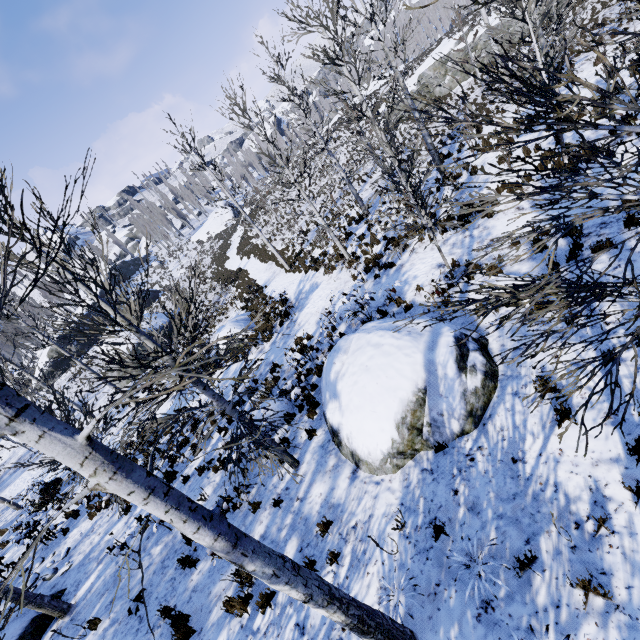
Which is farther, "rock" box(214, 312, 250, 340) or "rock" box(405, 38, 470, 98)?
"rock" box(405, 38, 470, 98)

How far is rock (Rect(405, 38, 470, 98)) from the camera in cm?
2977

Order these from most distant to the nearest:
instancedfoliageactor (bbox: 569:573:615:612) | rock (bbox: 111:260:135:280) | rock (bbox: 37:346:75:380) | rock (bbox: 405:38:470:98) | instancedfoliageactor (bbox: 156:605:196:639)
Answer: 1. rock (bbox: 111:260:135:280)
2. rock (bbox: 37:346:75:380)
3. rock (bbox: 405:38:470:98)
4. instancedfoliageactor (bbox: 156:605:196:639)
5. instancedfoliageactor (bbox: 569:573:615:612)

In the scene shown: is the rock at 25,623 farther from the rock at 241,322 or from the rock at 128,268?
the rock at 128,268

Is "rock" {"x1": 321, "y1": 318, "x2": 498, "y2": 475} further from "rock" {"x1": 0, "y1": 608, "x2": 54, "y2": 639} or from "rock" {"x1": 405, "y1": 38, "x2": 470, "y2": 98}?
"rock" {"x1": 405, "y1": 38, "x2": 470, "y2": 98}

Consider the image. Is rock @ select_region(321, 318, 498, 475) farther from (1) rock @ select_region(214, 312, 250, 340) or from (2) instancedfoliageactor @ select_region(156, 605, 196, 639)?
(2) instancedfoliageactor @ select_region(156, 605, 196, 639)

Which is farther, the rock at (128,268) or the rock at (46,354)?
the rock at (128,268)

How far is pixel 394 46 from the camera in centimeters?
1268cm
